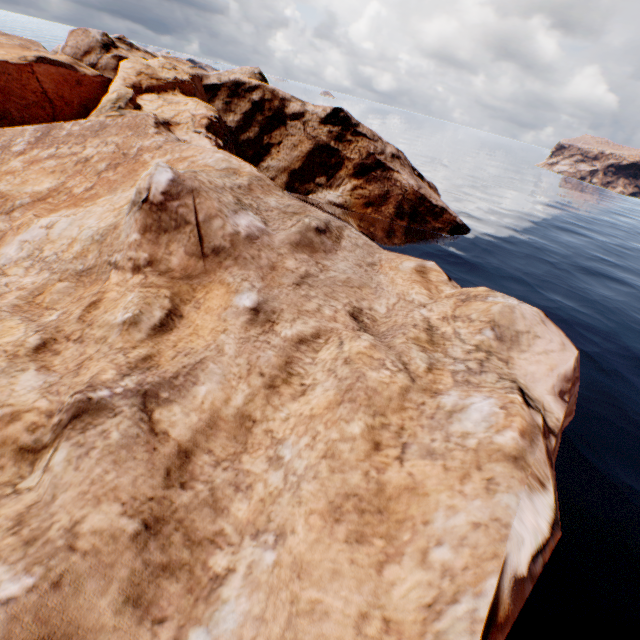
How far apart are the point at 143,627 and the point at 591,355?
29.9m
